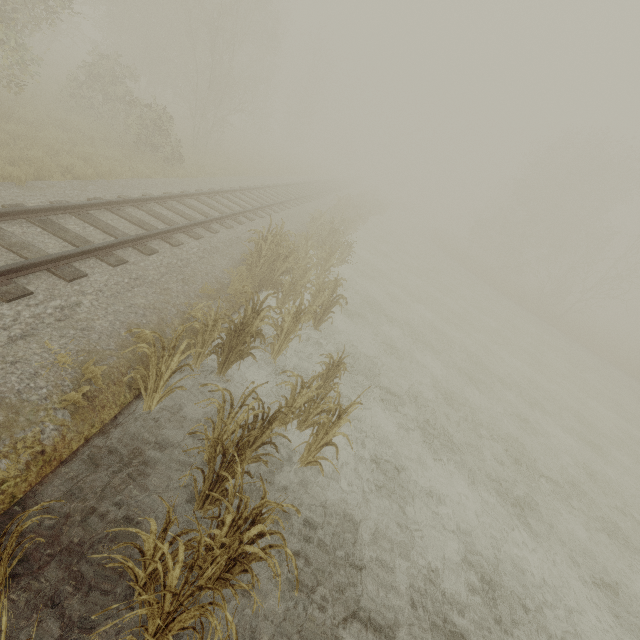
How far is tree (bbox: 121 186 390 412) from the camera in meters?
4.8

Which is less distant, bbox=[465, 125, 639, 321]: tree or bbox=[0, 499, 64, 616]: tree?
bbox=[0, 499, 64, 616]: tree

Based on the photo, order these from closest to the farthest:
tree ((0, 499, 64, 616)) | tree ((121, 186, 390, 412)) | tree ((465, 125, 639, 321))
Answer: tree ((0, 499, 64, 616)), tree ((121, 186, 390, 412)), tree ((465, 125, 639, 321))

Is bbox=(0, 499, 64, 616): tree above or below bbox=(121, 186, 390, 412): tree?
above

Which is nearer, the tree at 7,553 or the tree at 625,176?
the tree at 7,553

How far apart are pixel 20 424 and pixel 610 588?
10.87m

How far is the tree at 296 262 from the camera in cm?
478
